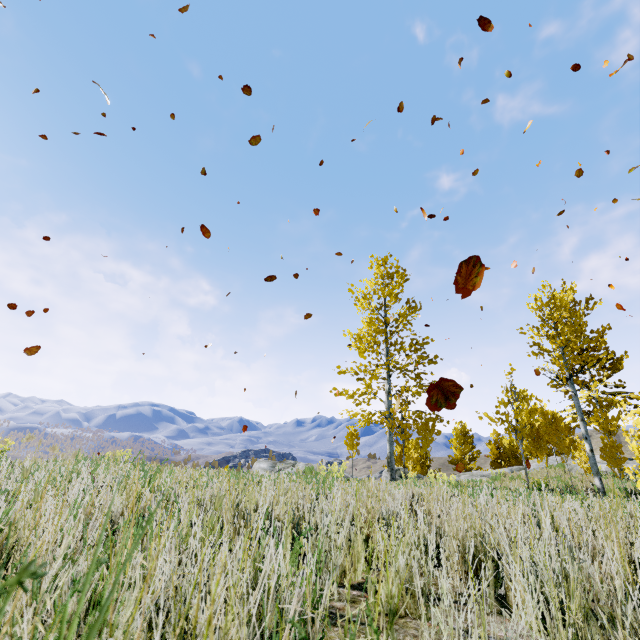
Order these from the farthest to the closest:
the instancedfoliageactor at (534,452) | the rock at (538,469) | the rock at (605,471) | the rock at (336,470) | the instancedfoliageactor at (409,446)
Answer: the rock at (538,469) < the rock at (605,471) < the instancedfoliageactor at (409,446) < the instancedfoliageactor at (534,452) < the rock at (336,470)

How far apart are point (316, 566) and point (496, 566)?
1.35m

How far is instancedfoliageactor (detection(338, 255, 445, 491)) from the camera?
13.22m

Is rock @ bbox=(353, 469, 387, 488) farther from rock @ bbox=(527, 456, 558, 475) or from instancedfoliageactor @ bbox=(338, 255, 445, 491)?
rock @ bbox=(527, 456, 558, 475)

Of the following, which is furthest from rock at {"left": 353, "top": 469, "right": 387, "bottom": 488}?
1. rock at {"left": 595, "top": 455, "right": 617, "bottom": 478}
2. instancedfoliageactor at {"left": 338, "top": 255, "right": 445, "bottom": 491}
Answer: rock at {"left": 595, "top": 455, "right": 617, "bottom": 478}

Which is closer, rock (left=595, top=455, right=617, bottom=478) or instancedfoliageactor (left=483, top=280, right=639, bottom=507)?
instancedfoliageactor (left=483, top=280, right=639, bottom=507)

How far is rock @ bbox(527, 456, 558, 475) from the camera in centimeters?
1625cm

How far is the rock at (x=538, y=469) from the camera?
16.2 meters
